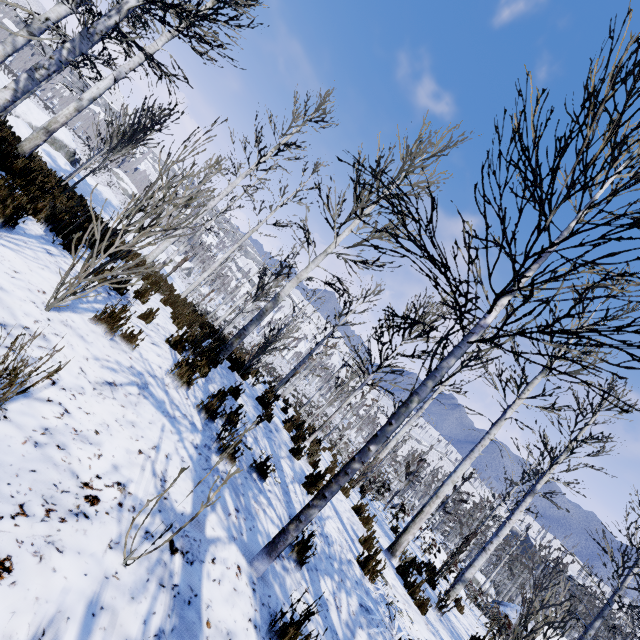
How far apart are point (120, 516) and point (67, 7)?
13.5 meters

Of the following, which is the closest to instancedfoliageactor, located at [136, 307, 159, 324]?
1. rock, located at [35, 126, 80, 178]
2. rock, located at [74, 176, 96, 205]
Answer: rock, located at [74, 176, 96, 205]

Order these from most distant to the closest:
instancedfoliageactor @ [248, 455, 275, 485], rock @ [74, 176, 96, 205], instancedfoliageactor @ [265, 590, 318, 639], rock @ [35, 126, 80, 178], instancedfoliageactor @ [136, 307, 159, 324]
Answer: rock @ [74, 176, 96, 205], rock @ [35, 126, 80, 178], instancedfoliageactor @ [136, 307, 159, 324], instancedfoliageactor @ [248, 455, 275, 485], instancedfoliageactor @ [265, 590, 318, 639]

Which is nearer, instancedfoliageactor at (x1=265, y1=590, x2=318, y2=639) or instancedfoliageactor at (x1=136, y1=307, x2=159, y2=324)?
instancedfoliageactor at (x1=265, y1=590, x2=318, y2=639)

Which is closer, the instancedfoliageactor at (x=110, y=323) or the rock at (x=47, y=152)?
the instancedfoliageactor at (x=110, y=323)

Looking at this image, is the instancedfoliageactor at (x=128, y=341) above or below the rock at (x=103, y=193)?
above
